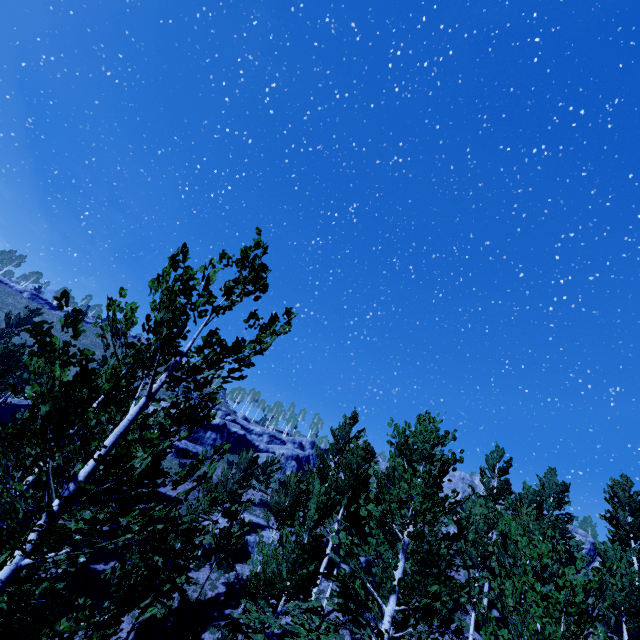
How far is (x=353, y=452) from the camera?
18.72m

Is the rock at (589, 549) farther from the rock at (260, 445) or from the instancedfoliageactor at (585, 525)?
the instancedfoliageactor at (585, 525)

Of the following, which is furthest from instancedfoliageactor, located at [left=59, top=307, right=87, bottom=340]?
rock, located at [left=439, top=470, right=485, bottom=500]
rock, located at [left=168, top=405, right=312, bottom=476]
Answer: rock, located at [left=168, top=405, right=312, bottom=476]

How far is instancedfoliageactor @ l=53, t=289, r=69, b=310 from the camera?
2.7m

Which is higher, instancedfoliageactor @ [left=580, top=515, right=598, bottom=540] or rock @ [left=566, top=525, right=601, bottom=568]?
instancedfoliageactor @ [left=580, top=515, right=598, bottom=540]

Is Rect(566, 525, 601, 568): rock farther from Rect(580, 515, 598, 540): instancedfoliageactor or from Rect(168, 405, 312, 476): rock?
Rect(580, 515, 598, 540): instancedfoliageactor

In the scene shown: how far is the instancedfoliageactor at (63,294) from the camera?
2.66m
